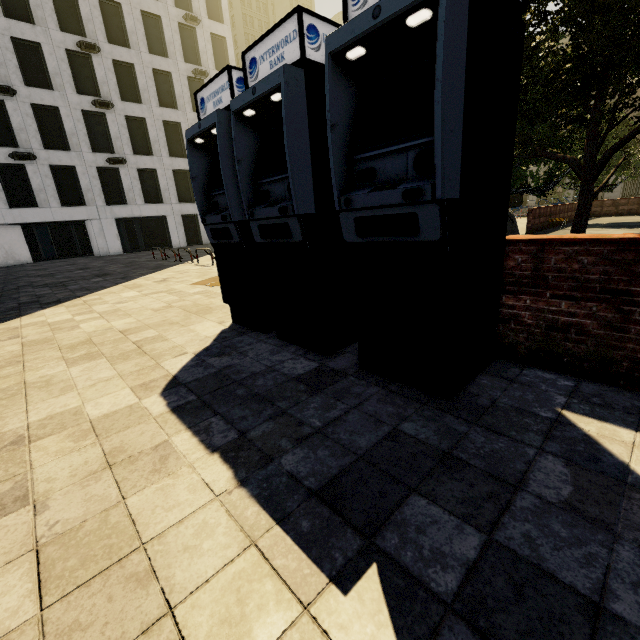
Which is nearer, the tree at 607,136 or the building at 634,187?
the tree at 607,136

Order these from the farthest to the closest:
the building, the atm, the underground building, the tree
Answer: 1. the building
2. the underground building
3. the tree
4. the atm

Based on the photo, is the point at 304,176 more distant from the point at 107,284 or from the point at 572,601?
the point at 107,284

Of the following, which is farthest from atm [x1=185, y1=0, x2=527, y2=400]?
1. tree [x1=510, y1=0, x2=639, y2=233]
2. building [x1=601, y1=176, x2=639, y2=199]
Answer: building [x1=601, y1=176, x2=639, y2=199]

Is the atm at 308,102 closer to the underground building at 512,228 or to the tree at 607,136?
the tree at 607,136

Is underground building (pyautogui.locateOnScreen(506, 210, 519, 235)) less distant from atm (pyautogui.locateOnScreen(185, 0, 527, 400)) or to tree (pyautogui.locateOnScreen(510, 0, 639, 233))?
tree (pyautogui.locateOnScreen(510, 0, 639, 233))

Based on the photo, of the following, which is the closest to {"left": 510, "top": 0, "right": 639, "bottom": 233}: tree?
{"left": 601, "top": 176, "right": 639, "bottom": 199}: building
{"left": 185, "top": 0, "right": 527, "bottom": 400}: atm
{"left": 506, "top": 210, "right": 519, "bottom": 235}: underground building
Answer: {"left": 506, "top": 210, "right": 519, "bottom": 235}: underground building

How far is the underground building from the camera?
15.93m
